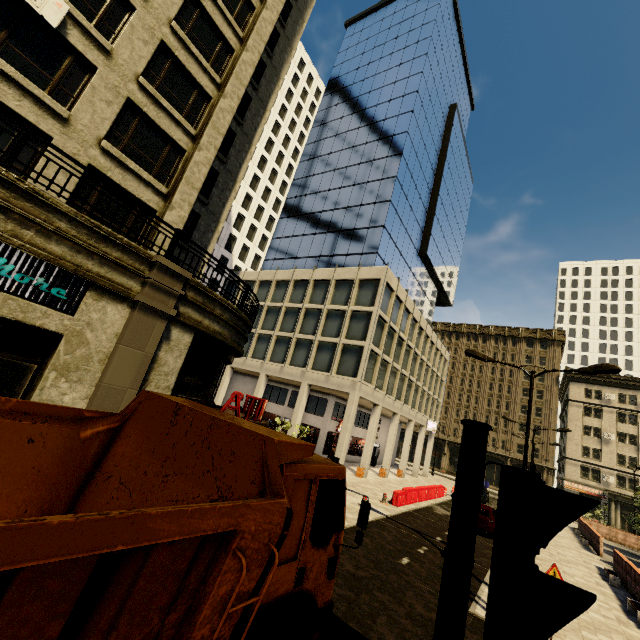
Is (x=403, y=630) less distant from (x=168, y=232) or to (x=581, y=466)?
(x=168, y=232)

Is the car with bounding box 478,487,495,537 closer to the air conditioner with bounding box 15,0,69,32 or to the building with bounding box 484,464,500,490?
the building with bounding box 484,464,500,490

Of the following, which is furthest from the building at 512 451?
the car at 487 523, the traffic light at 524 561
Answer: the car at 487 523

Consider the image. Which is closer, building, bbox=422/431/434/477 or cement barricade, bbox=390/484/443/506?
cement barricade, bbox=390/484/443/506

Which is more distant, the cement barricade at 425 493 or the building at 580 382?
the building at 580 382

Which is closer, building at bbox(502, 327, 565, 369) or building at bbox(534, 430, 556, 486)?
building at bbox(534, 430, 556, 486)

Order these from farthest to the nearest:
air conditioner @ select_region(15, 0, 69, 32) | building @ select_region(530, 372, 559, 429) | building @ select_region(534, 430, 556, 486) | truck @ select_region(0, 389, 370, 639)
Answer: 1. building @ select_region(530, 372, 559, 429)
2. building @ select_region(534, 430, 556, 486)
3. air conditioner @ select_region(15, 0, 69, 32)
4. truck @ select_region(0, 389, 370, 639)
